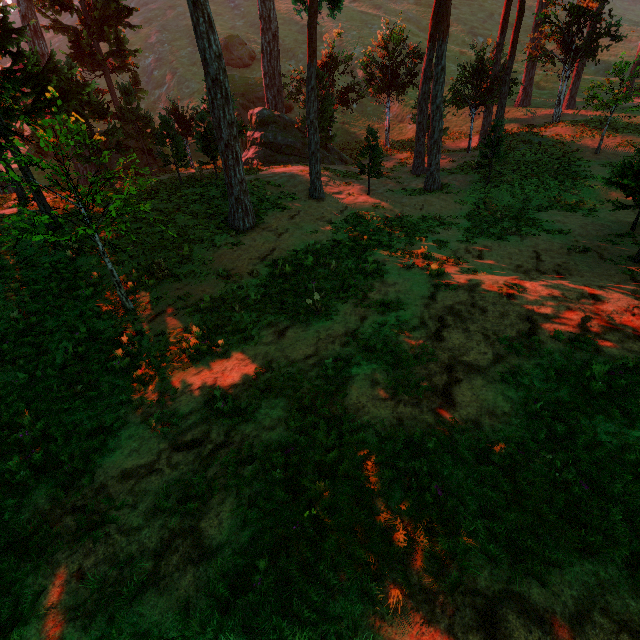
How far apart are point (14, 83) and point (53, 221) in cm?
858

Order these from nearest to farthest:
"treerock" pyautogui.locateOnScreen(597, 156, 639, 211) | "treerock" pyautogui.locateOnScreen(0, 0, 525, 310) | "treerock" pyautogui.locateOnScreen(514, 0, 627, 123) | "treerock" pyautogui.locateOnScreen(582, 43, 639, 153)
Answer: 1. "treerock" pyautogui.locateOnScreen(0, 0, 525, 310)
2. "treerock" pyautogui.locateOnScreen(597, 156, 639, 211)
3. "treerock" pyautogui.locateOnScreen(582, 43, 639, 153)
4. "treerock" pyautogui.locateOnScreen(514, 0, 627, 123)

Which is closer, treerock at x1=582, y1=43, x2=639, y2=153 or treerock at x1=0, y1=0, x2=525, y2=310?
treerock at x1=0, y1=0, x2=525, y2=310

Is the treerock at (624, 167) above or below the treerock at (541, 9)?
below

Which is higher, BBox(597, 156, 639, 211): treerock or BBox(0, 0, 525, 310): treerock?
BBox(0, 0, 525, 310): treerock

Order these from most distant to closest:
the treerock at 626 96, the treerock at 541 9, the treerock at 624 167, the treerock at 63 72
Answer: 1. the treerock at 541 9
2. the treerock at 626 96
3. the treerock at 624 167
4. the treerock at 63 72
